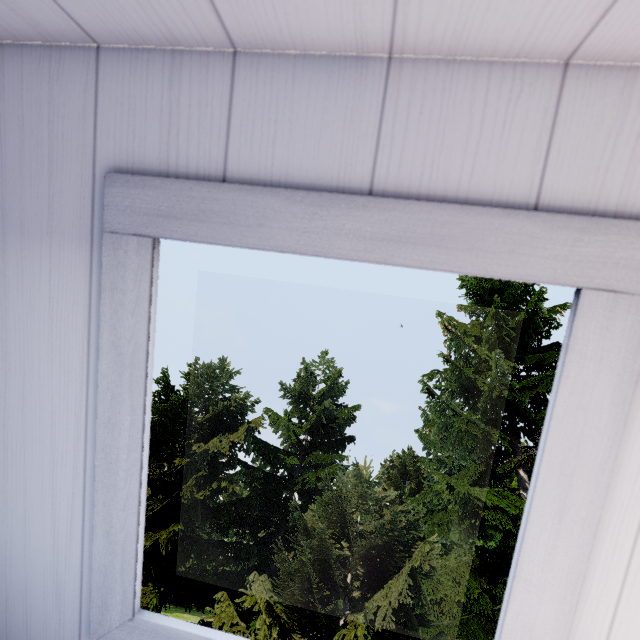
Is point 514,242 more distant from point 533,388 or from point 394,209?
point 533,388
